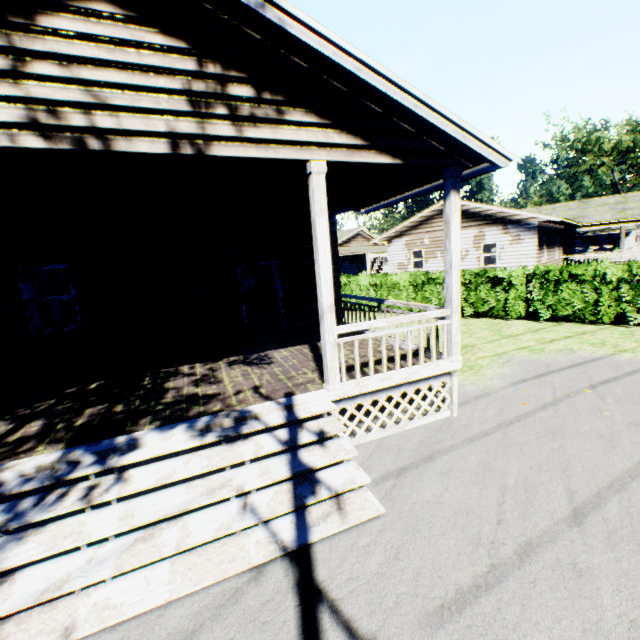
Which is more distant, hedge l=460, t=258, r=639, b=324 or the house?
hedge l=460, t=258, r=639, b=324

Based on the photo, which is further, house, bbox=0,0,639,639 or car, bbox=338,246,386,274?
car, bbox=338,246,386,274

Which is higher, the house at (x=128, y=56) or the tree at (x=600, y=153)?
the tree at (x=600, y=153)

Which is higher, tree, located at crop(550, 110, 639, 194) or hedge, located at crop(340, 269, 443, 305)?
tree, located at crop(550, 110, 639, 194)

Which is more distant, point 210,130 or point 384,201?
point 384,201

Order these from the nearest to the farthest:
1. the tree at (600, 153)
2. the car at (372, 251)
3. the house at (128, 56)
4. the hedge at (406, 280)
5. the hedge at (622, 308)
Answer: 1. the house at (128, 56)
2. the hedge at (622, 308)
3. the hedge at (406, 280)
4. the car at (372, 251)
5. the tree at (600, 153)

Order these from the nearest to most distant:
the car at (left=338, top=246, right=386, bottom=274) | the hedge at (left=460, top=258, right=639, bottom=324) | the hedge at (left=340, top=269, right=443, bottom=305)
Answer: the hedge at (left=460, top=258, right=639, bottom=324) < the hedge at (left=340, top=269, right=443, bottom=305) < the car at (left=338, top=246, right=386, bottom=274)

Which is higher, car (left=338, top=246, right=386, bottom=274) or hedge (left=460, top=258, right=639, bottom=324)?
car (left=338, top=246, right=386, bottom=274)
